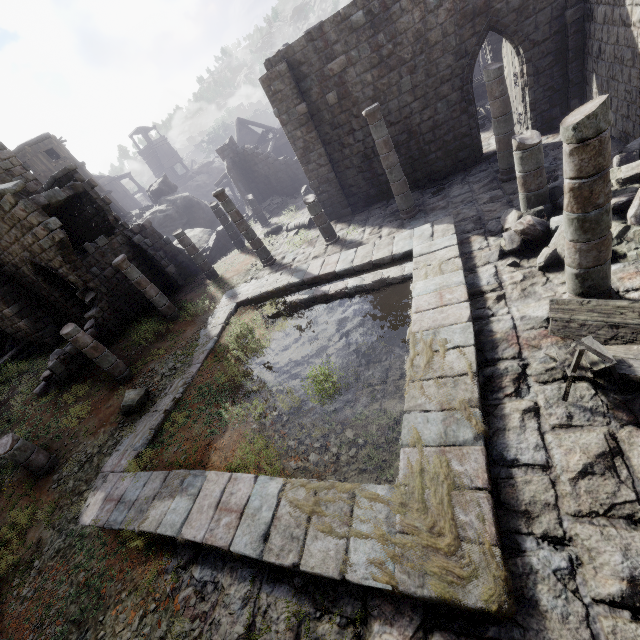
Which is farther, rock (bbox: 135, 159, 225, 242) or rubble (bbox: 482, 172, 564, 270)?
rock (bbox: 135, 159, 225, 242)

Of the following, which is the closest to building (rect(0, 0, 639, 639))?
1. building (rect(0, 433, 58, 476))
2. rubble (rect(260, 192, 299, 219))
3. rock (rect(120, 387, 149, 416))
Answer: rubble (rect(260, 192, 299, 219))

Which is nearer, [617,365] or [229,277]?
[617,365]

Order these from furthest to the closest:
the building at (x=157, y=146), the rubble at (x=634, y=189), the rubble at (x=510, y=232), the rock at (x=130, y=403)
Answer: the building at (x=157, y=146) → the rock at (x=130, y=403) → the rubble at (x=510, y=232) → the rubble at (x=634, y=189)

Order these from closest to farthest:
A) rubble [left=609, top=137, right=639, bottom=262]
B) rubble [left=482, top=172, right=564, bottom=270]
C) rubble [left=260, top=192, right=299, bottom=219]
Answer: rubble [left=609, top=137, right=639, bottom=262]
rubble [left=482, top=172, right=564, bottom=270]
rubble [left=260, top=192, right=299, bottom=219]

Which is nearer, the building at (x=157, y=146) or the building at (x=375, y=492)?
the building at (x=375, y=492)

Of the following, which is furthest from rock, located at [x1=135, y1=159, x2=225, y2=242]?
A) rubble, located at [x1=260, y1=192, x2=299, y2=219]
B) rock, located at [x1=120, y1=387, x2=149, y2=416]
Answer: rock, located at [x1=120, y1=387, x2=149, y2=416]

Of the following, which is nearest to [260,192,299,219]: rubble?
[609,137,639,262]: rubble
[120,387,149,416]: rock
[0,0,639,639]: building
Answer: [0,0,639,639]: building
